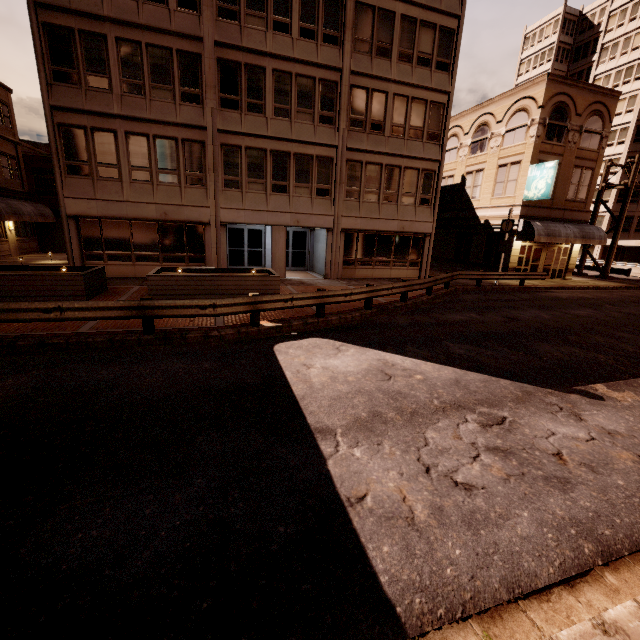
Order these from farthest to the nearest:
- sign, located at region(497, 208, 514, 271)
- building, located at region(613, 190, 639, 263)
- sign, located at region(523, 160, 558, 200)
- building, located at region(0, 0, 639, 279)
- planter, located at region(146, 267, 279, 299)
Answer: building, located at region(613, 190, 639, 263)
sign, located at region(523, 160, 558, 200)
sign, located at region(497, 208, 514, 271)
building, located at region(0, 0, 639, 279)
planter, located at region(146, 267, 279, 299)

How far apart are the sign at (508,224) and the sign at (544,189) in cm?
352

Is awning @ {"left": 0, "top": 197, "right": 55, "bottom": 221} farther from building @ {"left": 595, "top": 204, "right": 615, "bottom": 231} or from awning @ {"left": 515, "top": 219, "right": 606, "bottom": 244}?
building @ {"left": 595, "top": 204, "right": 615, "bottom": 231}

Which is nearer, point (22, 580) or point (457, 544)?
point (22, 580)

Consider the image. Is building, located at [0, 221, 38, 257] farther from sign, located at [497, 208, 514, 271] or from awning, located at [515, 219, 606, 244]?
awning, located at [515, 219, 606, 244]

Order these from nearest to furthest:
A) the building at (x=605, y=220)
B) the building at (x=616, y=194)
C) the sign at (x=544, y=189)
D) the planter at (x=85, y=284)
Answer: the planter at (x=85, y=284) → the sign at (x=544, y=189) → the building at (x=616, y=194) → the building at (x=605, y=220)

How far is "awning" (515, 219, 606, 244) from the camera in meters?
22.4

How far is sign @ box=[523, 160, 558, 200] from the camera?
20.88m
